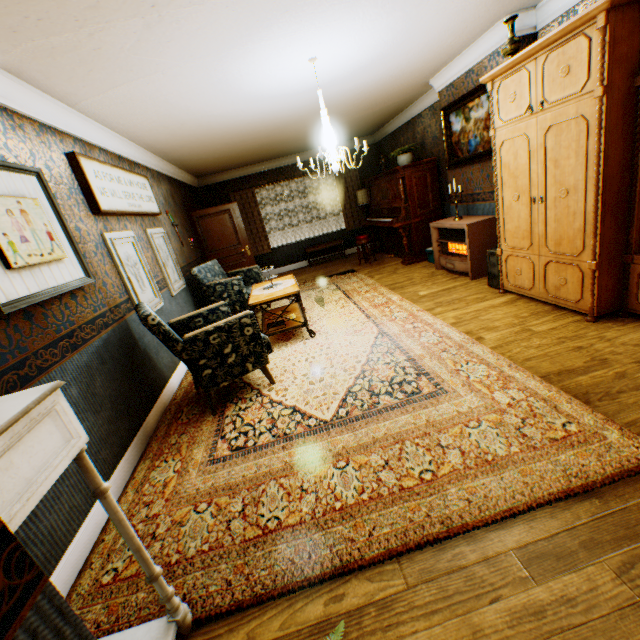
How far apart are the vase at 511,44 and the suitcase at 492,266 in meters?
2.1 m

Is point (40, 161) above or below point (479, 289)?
above

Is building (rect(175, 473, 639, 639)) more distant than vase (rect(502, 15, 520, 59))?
No

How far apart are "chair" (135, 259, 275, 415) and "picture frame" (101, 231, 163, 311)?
0.3 meters

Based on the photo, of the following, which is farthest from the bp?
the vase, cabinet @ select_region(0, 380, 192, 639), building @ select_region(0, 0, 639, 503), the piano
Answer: cabinet @ select_region(0, 380, 192, 639)

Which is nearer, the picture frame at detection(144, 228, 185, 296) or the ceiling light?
the ceiling light

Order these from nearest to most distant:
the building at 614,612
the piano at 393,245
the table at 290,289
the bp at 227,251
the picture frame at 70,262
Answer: the building at 614,612
the picture frame at 70,262
the table at 290,289
the piano at 393,245
the bp at 227,251

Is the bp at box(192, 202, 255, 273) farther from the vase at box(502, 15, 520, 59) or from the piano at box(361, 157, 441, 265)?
the vase at box(502, 15, 520, 59)
